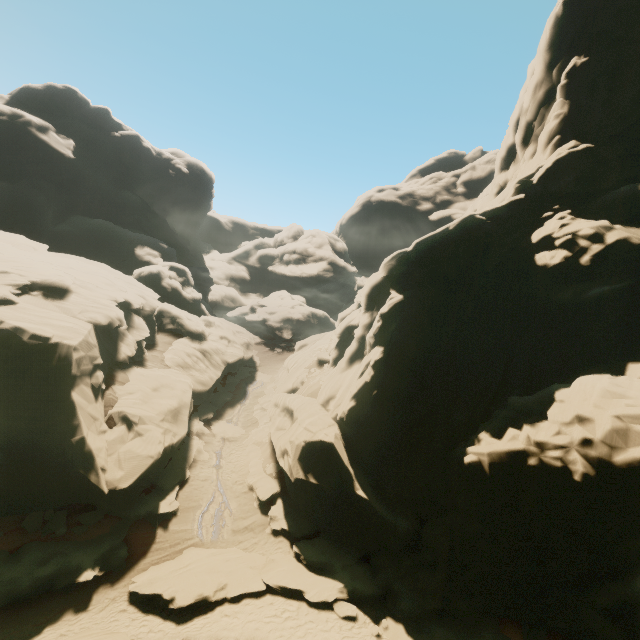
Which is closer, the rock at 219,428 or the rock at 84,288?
the rock at 84,288

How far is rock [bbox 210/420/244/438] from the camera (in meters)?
26.67

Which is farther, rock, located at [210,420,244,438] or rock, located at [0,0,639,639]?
rock, located at [210,420,244,438]

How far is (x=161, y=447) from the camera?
18.8m

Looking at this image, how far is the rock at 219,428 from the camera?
26.7 meters
